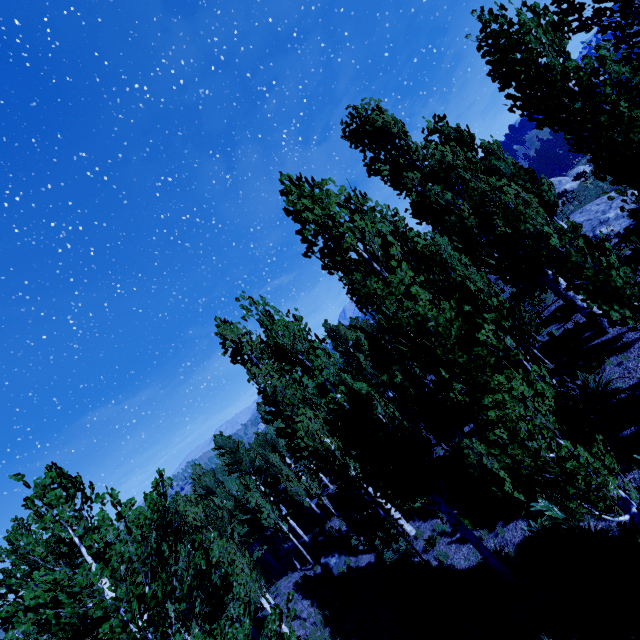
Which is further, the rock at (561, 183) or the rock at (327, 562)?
the rock at (561, 183)

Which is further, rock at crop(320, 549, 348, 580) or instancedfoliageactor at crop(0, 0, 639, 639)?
rock at crop(320, 549, 348, 580)

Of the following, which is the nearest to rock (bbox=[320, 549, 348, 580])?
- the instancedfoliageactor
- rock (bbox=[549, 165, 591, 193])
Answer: the instancedfoliageactor

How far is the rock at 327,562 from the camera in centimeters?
1670cm

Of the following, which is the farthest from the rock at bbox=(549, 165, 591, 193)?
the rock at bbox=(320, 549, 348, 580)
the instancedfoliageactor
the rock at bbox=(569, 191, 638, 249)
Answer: the rock at bbox=(320, 549, 348, 580)

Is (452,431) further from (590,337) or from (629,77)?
(629,77)

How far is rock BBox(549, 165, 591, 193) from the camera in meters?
32.6 m

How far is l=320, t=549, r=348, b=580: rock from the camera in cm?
1670
